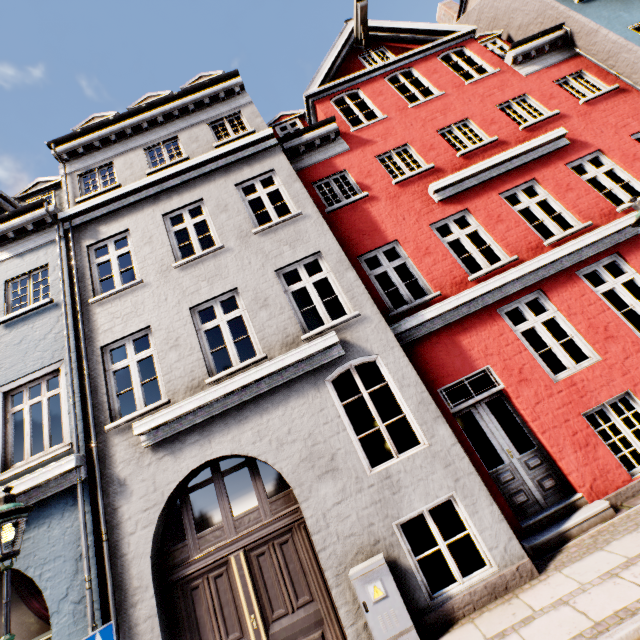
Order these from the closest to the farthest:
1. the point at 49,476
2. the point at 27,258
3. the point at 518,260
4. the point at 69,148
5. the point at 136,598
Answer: the point at 136,598 → the point at 49,476 → the point at 518,260 → the point at 27,258 → the point at 69,148

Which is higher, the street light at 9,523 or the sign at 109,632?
the street light at 9,523

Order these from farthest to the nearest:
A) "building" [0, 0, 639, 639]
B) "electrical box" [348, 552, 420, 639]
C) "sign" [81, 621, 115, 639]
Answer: "building" [0, 0, 639, 639]
"electrical box" [348, 552, 420, 639]
"sign" [81, 621, 115, 639]

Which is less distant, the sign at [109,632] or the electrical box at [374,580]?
the sign at [109,632]

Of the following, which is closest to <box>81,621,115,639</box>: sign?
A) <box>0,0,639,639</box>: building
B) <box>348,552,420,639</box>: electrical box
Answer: <box>0,0,639,639</box>: building

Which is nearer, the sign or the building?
the sign

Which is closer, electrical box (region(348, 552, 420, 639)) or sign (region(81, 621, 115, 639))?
sign (region(81, 621, 115, 639))

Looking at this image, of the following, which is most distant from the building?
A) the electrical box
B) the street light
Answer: the street light
